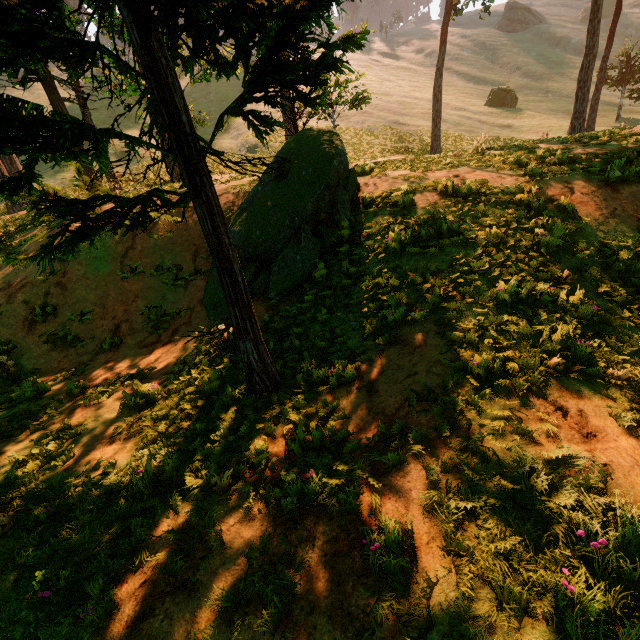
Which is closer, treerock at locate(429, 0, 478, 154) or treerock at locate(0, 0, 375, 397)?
treerock at locate(0, 0, 375, 397)

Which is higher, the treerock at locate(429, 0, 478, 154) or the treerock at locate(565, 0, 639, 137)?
the treerock at locate(429, 0, 478, 154)

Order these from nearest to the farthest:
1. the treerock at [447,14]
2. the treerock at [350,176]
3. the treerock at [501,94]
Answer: the treerock at [350,176] < the treerock at [447,14] < the treerock at [501,94]

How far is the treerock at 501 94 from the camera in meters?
42.3

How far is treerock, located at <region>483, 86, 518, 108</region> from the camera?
42.3m

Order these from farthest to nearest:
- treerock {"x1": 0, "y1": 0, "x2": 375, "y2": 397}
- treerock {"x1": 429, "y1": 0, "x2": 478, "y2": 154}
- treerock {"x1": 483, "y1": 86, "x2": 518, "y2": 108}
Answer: treerock {"x1": 483, "y1": 86, "x2": 518, "y2": 108}
treerock {"x1": 429, "y1": 0, "x2": 478, "y2": 154}
treerock {"x1": 0, "y1": 0, "x2": 375, "y2": 397}

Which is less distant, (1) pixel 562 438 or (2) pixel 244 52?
(1) pixel 562 438
